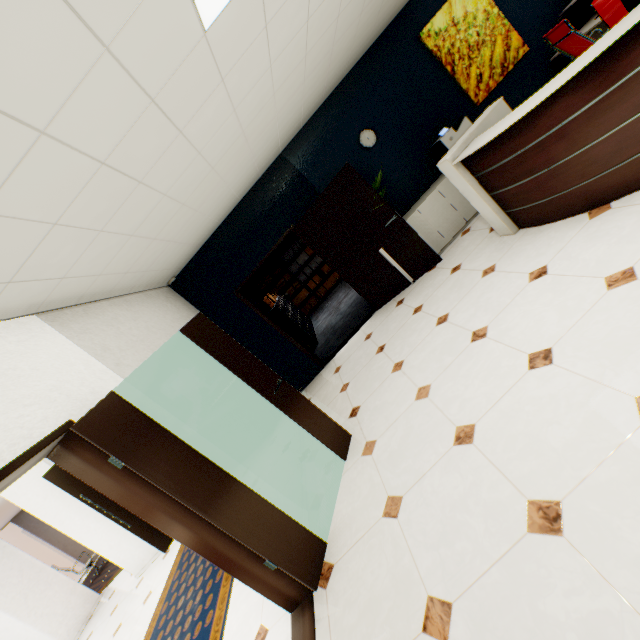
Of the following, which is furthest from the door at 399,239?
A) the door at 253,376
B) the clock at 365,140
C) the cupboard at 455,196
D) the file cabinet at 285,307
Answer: the door at 253,376

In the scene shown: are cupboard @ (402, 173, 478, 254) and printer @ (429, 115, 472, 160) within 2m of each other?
yes

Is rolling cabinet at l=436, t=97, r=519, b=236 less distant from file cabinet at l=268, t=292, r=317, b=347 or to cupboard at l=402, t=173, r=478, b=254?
cupboard at l=402, t=173, r=478, b=254

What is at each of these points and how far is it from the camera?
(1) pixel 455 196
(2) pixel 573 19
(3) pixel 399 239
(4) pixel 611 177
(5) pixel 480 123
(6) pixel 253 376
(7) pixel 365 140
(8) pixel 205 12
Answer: (1) cupboard, 5.1m
(2) computer base unit, 5.1m
(3) door, 5.0m
(4) reception desk, 2.7m
(5) rolling cabinet, 3.5m
(6) door, 3.1m
(7) clock, 5.3m
(8) light, 1.8m

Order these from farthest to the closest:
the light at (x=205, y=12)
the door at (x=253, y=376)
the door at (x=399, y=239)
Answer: the door at (x=399, y=239)
the door at (x=253, y=376)
the light at (x=205, y=12)

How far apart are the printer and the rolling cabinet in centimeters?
125cm

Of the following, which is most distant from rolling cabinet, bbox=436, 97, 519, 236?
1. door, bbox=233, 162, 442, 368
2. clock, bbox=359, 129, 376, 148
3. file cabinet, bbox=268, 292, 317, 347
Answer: file cabinet, bbox=268, 292, 317, 347

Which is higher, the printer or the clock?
the clock
